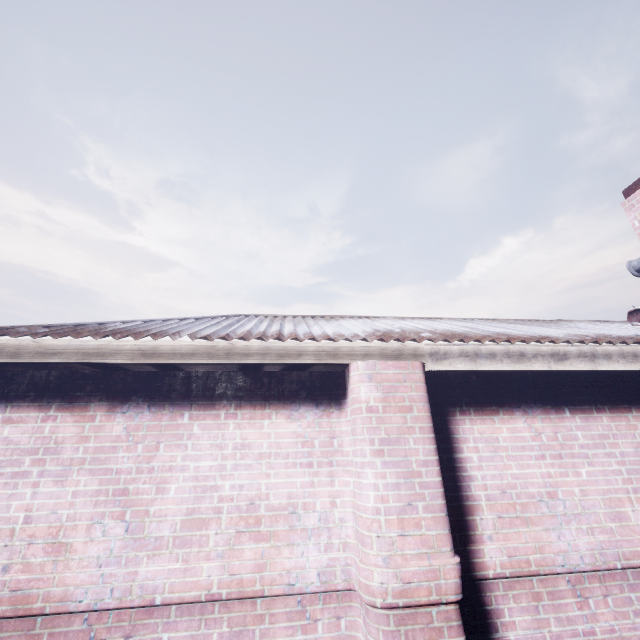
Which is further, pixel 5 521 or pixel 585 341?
pixel 585 341
